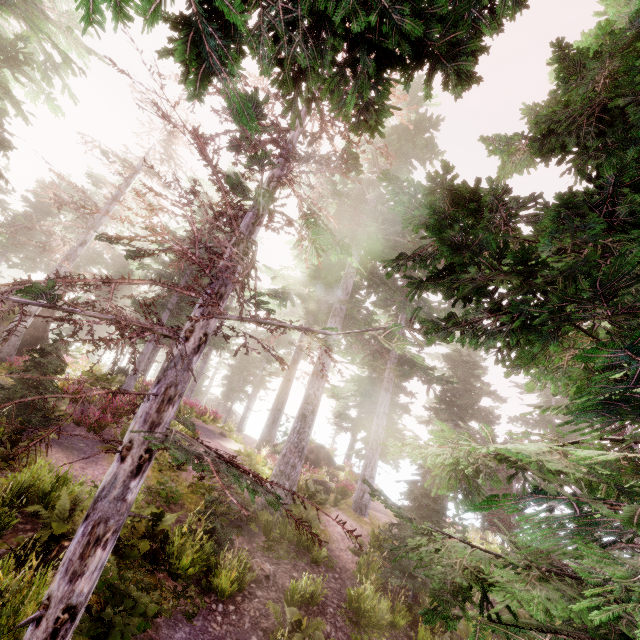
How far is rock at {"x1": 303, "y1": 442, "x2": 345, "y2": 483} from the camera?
25.1 meters

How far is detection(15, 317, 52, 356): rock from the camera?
18.27m

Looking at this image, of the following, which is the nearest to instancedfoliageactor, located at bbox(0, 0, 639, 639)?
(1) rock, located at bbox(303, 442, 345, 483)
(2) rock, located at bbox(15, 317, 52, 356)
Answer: (2) rock, located at bbox(15, 317, 52, 356)

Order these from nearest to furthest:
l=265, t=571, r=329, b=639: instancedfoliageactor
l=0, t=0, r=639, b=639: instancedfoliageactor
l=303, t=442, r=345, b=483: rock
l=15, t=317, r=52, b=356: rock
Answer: l=0, t=0, r=639, b=639: instancedfoliageactor → l=265, t=571, r=329, b=639: instancedfoliageactor → l=15, t=317, r=52, b=356: rock → l=303, t=442, r=345, b=483: rock

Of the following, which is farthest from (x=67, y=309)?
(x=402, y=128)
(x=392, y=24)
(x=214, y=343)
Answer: (x=214, y=343)

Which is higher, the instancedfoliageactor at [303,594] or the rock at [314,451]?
the rock at [314,451]

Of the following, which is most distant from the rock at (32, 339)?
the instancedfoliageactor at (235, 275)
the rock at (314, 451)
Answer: the rock at (314, 451)
